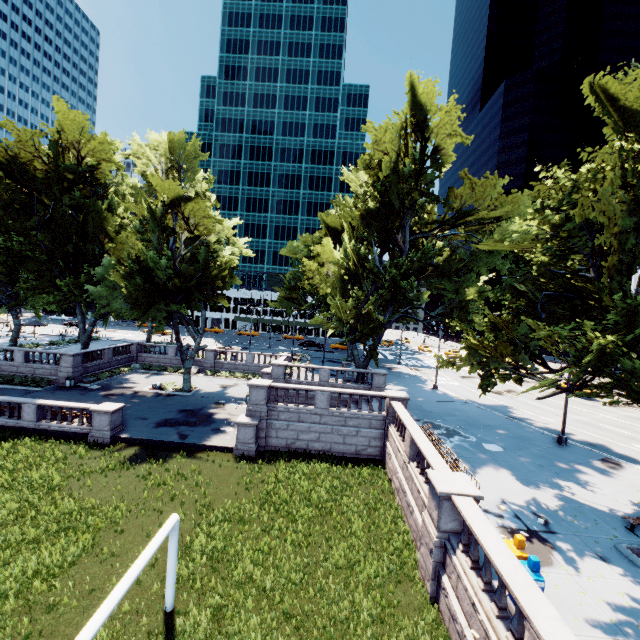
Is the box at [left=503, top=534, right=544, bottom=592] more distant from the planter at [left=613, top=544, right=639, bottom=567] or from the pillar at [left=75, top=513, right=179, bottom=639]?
the pillar at [left=75, top=513, right=179, bottom=639]

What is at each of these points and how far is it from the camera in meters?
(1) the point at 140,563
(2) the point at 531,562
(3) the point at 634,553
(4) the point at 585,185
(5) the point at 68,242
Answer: (1) pillar, 7.9 m
(2) box, 8.6 m
(3) planter, 11.0 m
(4) tree, 10.1 m
(5) tree, 31.2 m

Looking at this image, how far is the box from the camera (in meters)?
8.40

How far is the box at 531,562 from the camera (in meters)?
8.40

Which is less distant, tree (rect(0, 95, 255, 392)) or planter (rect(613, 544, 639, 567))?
planter (rect(613, 544, 639, 567))

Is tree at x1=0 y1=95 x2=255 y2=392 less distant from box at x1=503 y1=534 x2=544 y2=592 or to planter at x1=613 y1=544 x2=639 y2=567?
planter at x1=613 y1=544 x2=639 y2=567

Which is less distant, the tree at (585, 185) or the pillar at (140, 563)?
the pillar at (140, 563)

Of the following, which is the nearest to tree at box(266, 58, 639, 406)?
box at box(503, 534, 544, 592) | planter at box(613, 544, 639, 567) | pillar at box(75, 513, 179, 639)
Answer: planter at box(613, 544, 639, 567)
